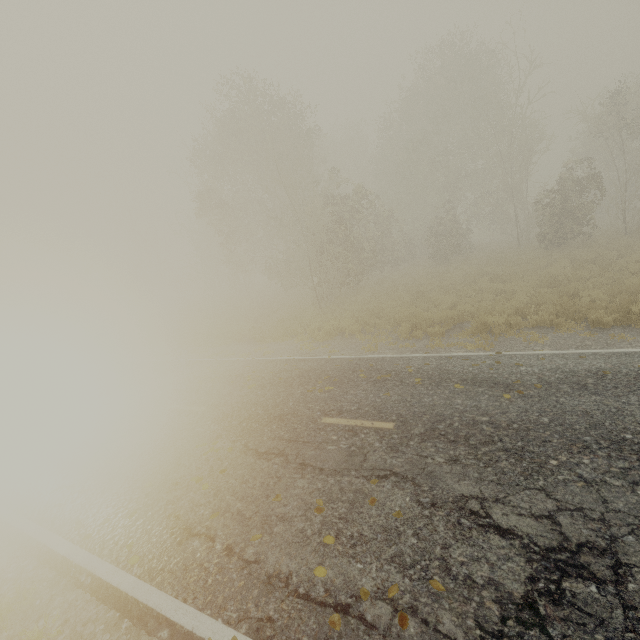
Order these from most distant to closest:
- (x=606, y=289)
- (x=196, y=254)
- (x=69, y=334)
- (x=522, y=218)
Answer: (x=522, y=218), (x=196, y=254), (x=69, y=334), (x=606, y=289)
